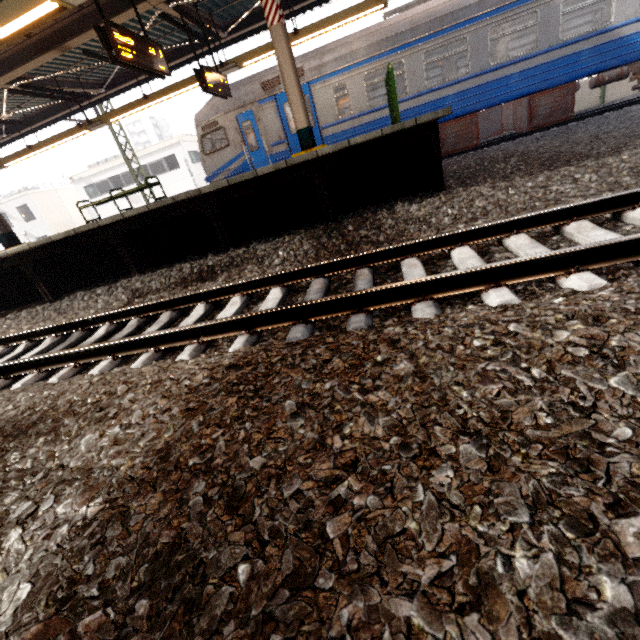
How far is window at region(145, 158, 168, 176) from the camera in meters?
27.7

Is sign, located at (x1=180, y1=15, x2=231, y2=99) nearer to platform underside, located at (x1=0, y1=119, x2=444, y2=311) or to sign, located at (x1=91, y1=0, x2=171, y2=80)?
sign, located at (x1=91, y1=0, x2=171, y2=80)

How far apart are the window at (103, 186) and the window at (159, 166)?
4.0 meters

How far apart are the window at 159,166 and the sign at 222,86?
22.3 meters

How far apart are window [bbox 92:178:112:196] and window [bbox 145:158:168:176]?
4.0 meters

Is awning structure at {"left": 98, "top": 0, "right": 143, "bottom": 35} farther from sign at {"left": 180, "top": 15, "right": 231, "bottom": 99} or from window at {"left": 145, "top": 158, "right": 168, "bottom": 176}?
window at {"left": 145, "top": 158, "right": 168, "bottom": 176}

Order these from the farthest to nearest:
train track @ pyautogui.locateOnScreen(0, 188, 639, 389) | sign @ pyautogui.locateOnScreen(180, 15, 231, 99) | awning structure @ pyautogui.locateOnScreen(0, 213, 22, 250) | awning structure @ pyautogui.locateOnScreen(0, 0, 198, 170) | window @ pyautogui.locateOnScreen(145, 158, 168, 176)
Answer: window @ pyautogui.locateOnScreen(145, 158, 168, 176), awning structure @ pyautogui.locateOnScreen(0, 213, 22, 250), sign @ pyautogui.locateOnScreen(180, 15, 231, 99), awning structure @ pyautogui.locateOnScreen(0, 0, 198, 170), train track @ pyautogui.locateOnScreen(0, 188, 639, 389)

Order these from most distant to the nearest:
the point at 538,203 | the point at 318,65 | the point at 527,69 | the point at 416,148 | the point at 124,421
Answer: the point at 318,65 → the point at 527,69 → the point at 416,148 → the point at 538,203 → the point at 124,421
